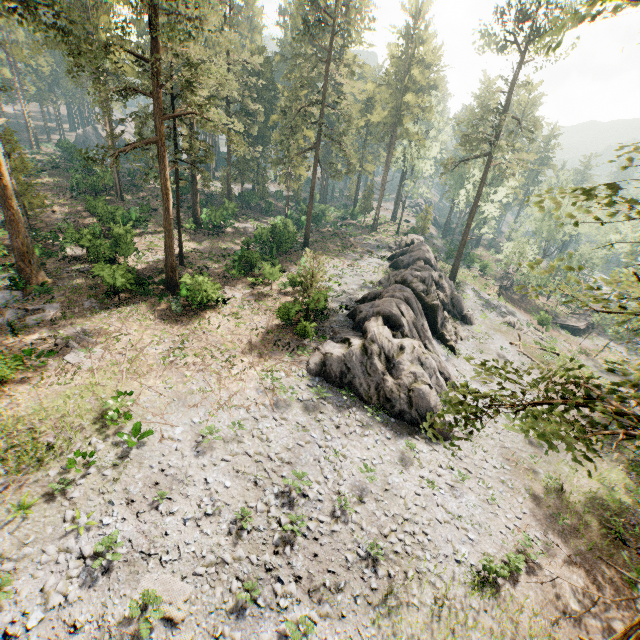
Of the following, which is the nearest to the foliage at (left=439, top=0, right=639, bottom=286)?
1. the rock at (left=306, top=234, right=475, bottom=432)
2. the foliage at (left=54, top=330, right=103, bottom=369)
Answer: the rock at (left=306, top=234, right=475, bottom=432)

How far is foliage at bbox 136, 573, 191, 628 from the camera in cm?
1135

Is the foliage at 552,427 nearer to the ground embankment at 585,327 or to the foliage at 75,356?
the ground embankment at 585,327

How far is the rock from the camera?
21.2 meters

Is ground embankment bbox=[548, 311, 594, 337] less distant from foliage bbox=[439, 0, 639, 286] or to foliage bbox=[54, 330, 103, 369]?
foliage bbox=[439, 0, 639, 286]

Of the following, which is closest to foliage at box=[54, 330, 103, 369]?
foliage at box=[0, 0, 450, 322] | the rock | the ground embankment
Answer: foliage at box=[0, 0, 450, 322]

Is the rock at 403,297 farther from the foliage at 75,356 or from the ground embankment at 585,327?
the ground embankment at 585,327

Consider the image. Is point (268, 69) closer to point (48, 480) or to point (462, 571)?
point (48, 480)
